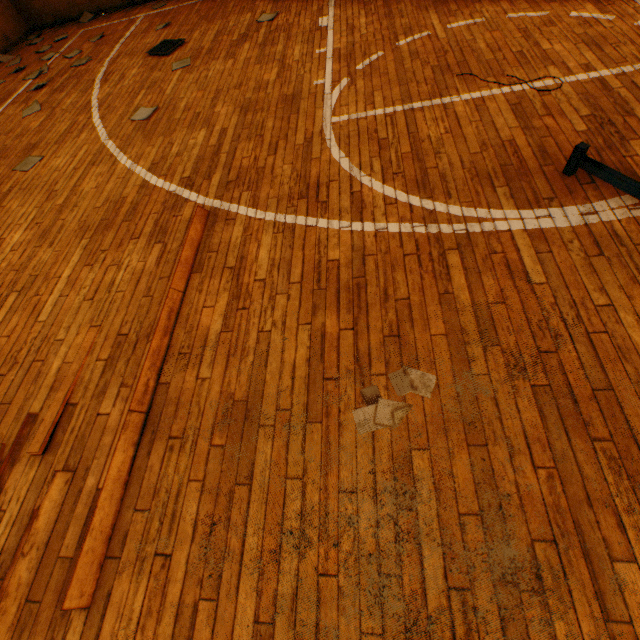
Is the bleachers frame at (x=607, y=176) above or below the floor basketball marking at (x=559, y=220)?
above

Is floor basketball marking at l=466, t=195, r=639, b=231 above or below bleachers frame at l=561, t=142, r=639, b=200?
below

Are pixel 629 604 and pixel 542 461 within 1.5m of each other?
yes
